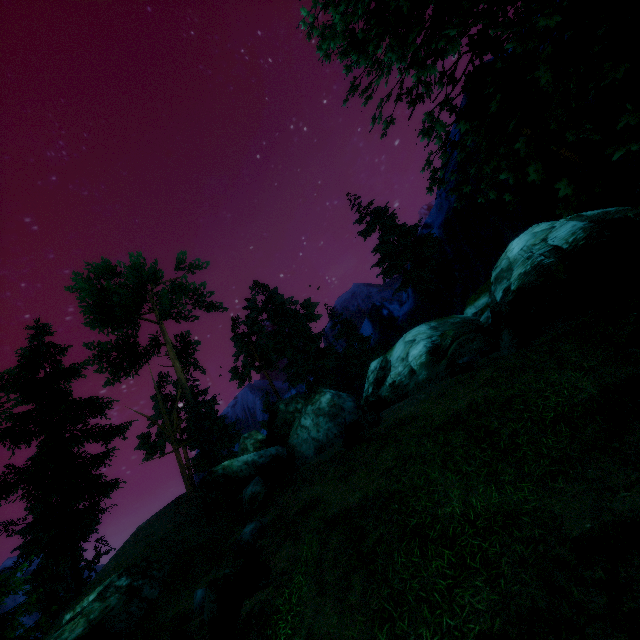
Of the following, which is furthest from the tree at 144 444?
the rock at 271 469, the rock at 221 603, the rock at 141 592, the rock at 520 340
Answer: the rock at 221 603

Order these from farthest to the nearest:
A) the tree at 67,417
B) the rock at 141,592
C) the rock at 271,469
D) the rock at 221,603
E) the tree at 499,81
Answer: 1. the tree at 67,417
2. the rock at 271,469
3. the rock at 141,592
4. the rock at 221,603
5. the tree at 499,81

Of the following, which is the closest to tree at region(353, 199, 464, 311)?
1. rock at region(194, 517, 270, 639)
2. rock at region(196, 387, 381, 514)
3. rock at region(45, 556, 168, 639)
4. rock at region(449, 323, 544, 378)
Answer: rock at region(196, 387, 381, 514)

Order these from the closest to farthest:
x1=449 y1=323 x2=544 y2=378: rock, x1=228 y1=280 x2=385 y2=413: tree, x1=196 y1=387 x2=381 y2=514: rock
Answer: x1=449 y1=323 x2=544 y2=378: rock → x1=196 y1=387 x2=381 y2=514: rock → x1=228 y1=280 x2=385 y2=413: tree

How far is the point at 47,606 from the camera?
23.5 meters

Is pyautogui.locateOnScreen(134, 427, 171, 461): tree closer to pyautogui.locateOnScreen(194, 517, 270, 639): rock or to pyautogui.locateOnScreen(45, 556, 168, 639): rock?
pyautogui.locateOnScreen(45, 556, 168, 639): rock

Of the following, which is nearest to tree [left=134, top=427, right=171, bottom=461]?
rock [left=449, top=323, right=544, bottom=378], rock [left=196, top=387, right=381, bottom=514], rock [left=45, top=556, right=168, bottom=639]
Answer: rock [left=196, top=387, right=381, bottom=514]

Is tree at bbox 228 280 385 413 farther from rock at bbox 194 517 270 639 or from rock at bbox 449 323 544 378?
rock at bbox 194 517 270 639
